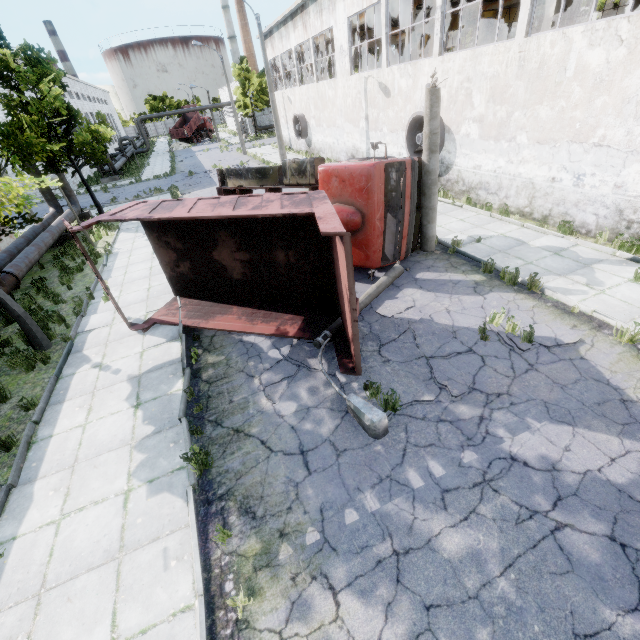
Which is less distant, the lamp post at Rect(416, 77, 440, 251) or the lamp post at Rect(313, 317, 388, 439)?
the lamp post at Rect(313, 317, 388, 439)

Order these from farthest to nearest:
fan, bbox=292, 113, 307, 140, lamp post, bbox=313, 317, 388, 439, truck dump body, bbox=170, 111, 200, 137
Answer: truck dump body, bbox=170, 111, 200, 137 < fan, bbox=292, 113, 307, 140 < lamp post, bbox=313, 317, 388, 439

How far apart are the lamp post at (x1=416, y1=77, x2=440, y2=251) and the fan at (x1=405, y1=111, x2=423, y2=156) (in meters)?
5.80

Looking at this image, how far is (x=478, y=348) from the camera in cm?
688

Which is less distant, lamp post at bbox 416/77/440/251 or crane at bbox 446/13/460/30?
lamp post at bbox 416/77/440/251

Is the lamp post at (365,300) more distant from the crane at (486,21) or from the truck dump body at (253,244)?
the crane at (486,21)

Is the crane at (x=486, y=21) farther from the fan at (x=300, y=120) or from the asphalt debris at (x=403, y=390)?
the asphalt debris at (x=403, y=390)

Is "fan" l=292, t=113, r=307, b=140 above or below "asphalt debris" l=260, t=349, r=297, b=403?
above
